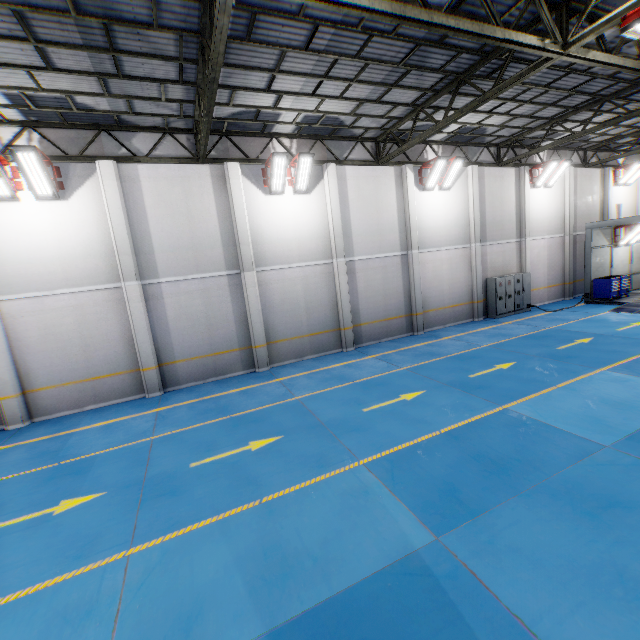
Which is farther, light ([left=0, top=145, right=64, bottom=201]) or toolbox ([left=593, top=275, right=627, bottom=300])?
toolbox ([left=593, top=275, right=627, bottom=300])

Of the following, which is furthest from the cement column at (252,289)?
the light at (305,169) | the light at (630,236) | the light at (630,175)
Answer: the light at (630,175)

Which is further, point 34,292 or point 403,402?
point 34,292

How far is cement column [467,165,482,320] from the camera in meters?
16.3

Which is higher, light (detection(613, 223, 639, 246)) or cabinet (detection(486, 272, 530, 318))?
light (detection(613, 223, 639, 246))

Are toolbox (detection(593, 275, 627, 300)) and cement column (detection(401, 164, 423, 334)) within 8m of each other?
no

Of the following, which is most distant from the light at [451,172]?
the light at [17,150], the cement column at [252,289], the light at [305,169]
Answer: the light at [17,150]

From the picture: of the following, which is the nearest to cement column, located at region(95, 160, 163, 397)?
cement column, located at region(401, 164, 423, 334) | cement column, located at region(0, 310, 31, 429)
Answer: cement column, located at region(0, 310, 31, 429)
